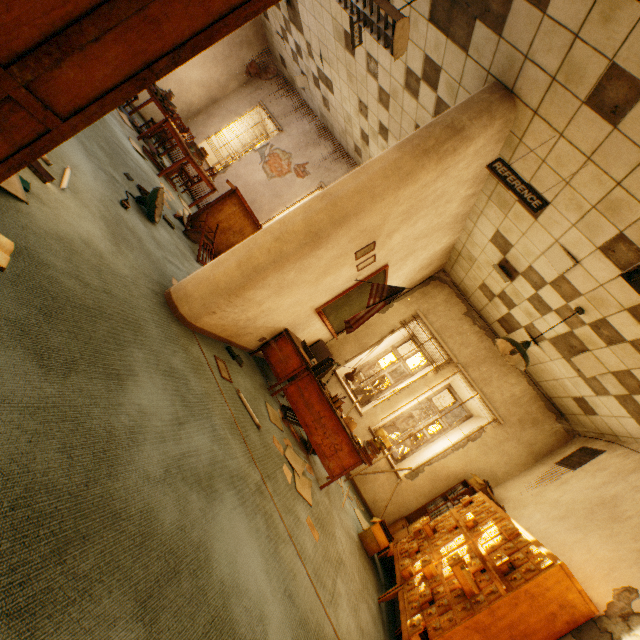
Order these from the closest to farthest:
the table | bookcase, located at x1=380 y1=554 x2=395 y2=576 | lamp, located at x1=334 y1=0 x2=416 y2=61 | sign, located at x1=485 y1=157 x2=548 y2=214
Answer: lamp, located at x1=334 y1=0 x2=416 y2=61 < sign, located at x1=485 y1=157 x2=548 y2=214 < bookcase, located at x1=380 y1=554 x2=395 y2=576 < the table

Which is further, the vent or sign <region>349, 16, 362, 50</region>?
the vent

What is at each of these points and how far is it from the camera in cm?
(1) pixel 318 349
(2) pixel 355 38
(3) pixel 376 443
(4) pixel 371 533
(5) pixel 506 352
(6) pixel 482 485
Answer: (1) cabinet, 633
(2) sign, 387
(3) book, 433
(4) cardboard box, 453
(5) lamp, 421
(6) cardboard box, 529

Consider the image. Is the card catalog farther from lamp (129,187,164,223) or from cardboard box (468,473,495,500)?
lamp (129,187,164,223)

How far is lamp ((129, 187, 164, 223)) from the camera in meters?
4.1

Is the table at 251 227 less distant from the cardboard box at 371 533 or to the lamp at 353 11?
the lamp at 353 11

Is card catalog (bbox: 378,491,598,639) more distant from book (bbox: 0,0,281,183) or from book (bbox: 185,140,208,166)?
book (bbox: 185,140,208,166)

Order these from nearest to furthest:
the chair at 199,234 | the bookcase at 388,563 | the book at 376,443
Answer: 1. the book at 376,443
2. the bookcase at 388,563
3. the chair at 199,234
